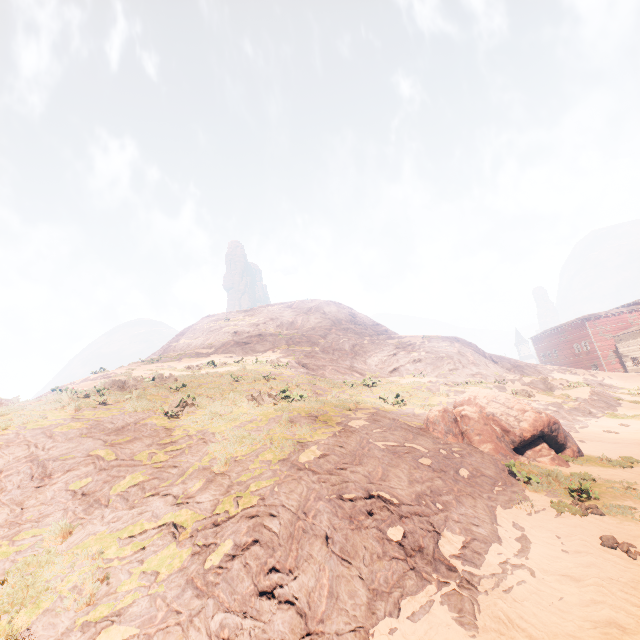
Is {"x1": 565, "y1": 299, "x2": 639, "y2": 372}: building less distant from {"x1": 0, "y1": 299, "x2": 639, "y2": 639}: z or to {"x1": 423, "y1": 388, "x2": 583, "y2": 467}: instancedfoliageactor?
{"x1": 0, "y1": 299, "x2": 639, "y2": 639}: z

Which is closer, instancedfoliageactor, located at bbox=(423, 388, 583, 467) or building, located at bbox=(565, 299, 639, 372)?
instancedfoliageactor, located at bbox=(423, 388, 583, 467)

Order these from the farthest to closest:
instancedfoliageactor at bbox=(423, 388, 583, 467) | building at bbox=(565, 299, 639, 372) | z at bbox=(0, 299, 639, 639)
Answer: building at bbox=(565, 299, 639, 372) < instancedfoliageactor at bbox=(423, 388, 583, 467) < z at bbox=(0, 299, 639, 639)

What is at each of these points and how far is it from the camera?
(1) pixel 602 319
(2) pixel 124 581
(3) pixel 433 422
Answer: (1) building, 55.56m
(2) z, 5.08m
(3) instancedfoliageactor, 11.69m

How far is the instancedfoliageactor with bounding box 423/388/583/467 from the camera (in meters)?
10.88

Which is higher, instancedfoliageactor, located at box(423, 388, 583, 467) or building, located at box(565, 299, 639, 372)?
building, located at box(565, 299, 639, 372)

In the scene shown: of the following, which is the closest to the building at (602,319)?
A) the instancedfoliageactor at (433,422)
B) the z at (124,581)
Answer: the z at (124,581)
